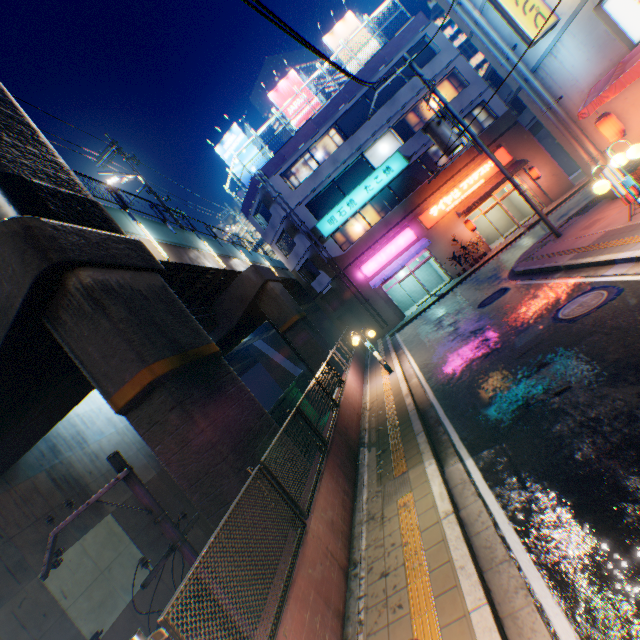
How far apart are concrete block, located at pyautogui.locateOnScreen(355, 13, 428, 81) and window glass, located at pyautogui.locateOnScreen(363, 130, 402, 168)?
3.3m

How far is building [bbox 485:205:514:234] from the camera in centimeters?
2519cm

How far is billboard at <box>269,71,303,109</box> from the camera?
25.2m

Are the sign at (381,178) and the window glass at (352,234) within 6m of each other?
yes

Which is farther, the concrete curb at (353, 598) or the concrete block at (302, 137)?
the concrete block at (302, 137)

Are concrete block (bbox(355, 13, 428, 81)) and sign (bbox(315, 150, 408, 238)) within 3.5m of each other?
no

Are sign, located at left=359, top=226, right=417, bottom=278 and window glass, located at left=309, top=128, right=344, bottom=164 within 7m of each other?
no

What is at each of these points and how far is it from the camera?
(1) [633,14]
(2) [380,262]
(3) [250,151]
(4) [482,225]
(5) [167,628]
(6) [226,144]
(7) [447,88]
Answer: (1) sign, 8.5m
(2) sign, 23.8m
(3) billboard, 25.8m
(4) building, 25.5m
(5) metal fence, 2.7m
(6) billboard, 26.3m
(7) window glass, 22.5m
